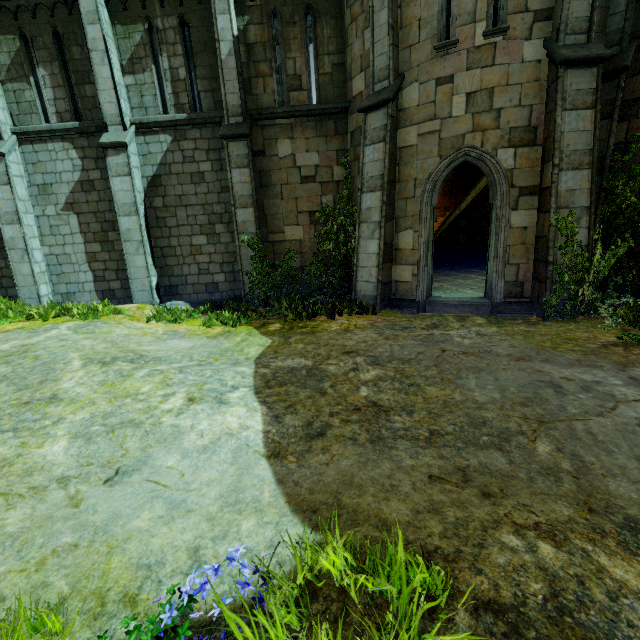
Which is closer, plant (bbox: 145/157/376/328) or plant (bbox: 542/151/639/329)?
plant (bbox: 542/151/639/329)

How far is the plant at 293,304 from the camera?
8.56m

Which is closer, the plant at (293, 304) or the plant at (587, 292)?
the plant at (587, 292)

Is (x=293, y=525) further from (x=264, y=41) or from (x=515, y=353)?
(x=264, y=41)

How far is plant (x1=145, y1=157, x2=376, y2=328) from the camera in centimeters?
856cm
